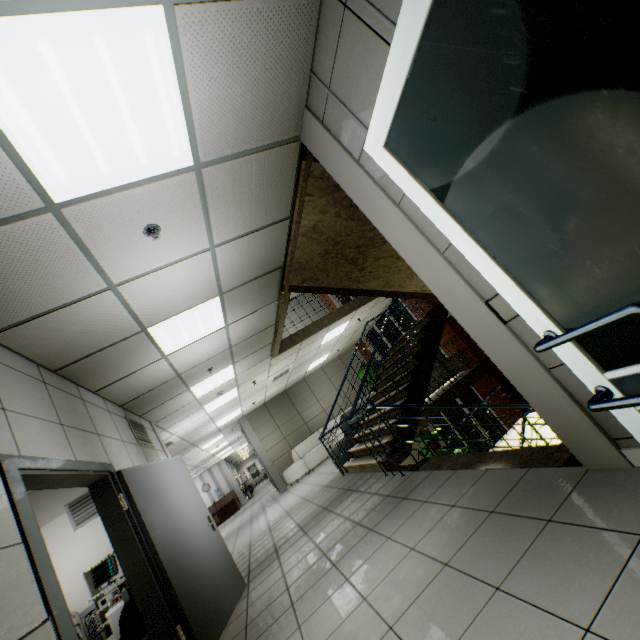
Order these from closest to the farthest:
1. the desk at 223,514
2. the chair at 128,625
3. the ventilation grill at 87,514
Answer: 1. the chair at 128,625
2. the ventilation grill at 87,514
3. the desk at 223,514

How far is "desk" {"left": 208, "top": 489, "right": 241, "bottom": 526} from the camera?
18.66m

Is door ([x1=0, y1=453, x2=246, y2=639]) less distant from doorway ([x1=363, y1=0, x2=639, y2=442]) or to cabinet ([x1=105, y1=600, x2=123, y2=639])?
cabinet ([x1=105, y1=600, x2=123, y2=639])

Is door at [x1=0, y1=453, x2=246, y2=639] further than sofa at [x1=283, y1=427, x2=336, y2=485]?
No

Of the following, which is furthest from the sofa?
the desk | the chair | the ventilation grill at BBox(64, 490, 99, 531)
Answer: the desk

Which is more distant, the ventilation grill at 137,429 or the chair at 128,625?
the ventilation grill at 137,429

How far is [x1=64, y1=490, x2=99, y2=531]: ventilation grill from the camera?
5.9 meters

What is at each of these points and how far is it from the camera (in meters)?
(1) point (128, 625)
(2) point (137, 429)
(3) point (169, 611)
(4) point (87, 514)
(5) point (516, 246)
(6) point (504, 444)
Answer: (1) chair, 3.21
(2) ventilation grill, 5.46
(3) door, 3.12
(4) ventilation grill, 6.00
(5) doorway, 1.02
(6) stairs, 7.89
